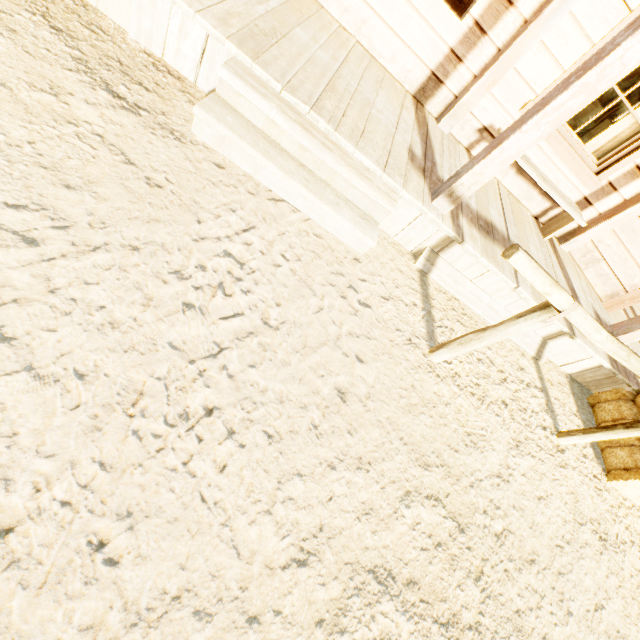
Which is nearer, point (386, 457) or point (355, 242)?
point (386, 457)

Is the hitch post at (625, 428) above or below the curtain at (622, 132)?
below

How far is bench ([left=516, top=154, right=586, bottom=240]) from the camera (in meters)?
3.75

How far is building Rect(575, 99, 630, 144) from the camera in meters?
7.3

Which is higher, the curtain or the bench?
the curtain

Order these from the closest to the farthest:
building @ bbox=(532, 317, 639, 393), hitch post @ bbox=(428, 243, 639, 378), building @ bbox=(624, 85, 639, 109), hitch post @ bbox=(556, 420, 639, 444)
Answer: hitch post @ bbox=(428, 243, 639, 378)
hitch post @ bbox=(556, 420, 639, 444)
building @ bbox=(532, 317, 639, 393)
building @ bbox=(624, 85, 639, 109)

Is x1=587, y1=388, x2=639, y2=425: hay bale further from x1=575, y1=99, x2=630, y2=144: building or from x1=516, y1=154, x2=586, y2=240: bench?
x1=516, y1=154, x2=586, y2=240: bench

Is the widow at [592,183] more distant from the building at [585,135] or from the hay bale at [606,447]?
the hay bale at [606,447]
